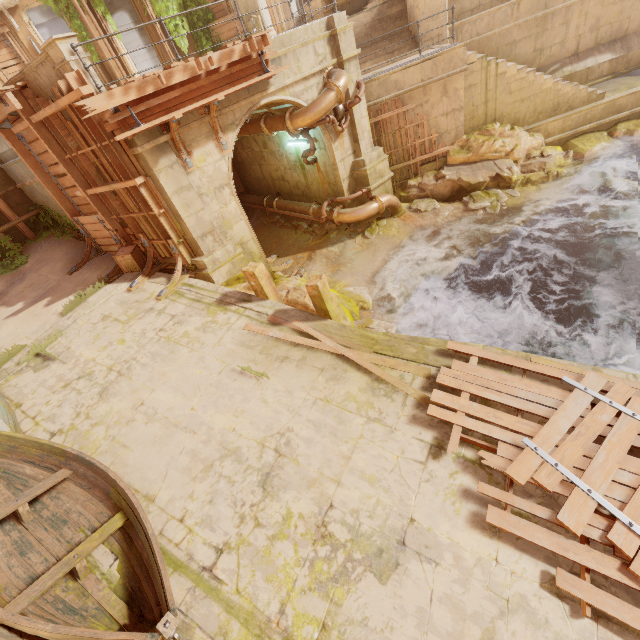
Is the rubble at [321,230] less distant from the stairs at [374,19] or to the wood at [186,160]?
the stairs at [374,19]

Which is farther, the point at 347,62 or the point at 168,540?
the point at 347,62

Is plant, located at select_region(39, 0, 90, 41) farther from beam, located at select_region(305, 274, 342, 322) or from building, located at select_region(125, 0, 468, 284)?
beam, located at select_region(305, 274, 342, 322)

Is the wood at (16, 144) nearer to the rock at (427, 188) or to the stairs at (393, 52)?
the stairs at (393, 52)

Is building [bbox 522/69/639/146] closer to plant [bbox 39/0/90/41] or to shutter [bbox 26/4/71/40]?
plant [bbox 39/0/90/41]

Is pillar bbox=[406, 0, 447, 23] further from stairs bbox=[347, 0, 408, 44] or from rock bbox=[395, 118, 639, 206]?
rock bbox=[395, 118, 639, 206]

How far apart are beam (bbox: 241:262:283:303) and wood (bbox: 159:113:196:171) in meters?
3.0 m

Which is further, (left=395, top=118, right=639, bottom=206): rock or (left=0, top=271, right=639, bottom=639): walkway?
(left=395, top=118, right=639, bottom=206): rock
